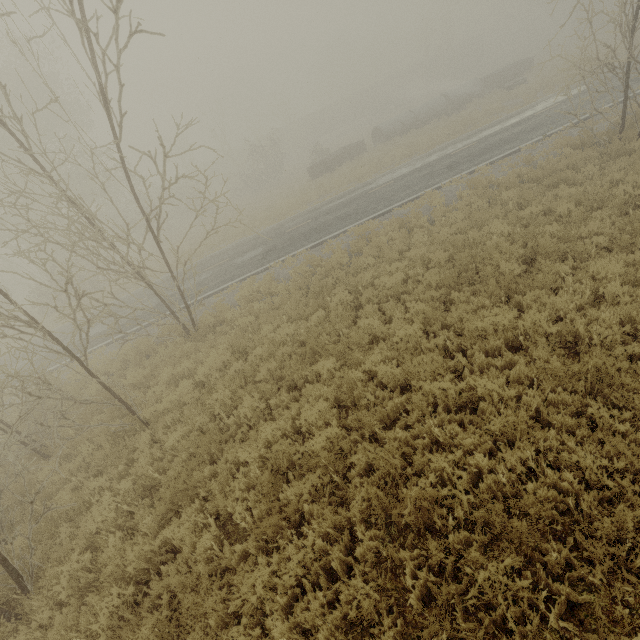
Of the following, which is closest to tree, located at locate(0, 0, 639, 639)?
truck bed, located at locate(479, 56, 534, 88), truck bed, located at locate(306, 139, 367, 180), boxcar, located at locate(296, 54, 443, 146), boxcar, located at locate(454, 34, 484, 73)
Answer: truck bed, located at locate(306, 139, 367, 180)

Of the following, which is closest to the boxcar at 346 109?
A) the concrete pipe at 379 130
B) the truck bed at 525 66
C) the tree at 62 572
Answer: the truck bed at 525 66

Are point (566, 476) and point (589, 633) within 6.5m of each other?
yes

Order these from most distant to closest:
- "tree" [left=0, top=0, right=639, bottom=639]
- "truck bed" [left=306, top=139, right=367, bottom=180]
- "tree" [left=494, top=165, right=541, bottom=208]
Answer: "truck bed" [left=306, top=139, right=367, bottom=180]
"tree" [left=494, top=165, right=541, bottom=208]
"tree" [left=0, top=0, right=639, bottom=639]

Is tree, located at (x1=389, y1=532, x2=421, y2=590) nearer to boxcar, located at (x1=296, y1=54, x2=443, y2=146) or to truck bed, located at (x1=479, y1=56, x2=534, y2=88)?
truck bed, located at (x1=479, y1=56, x2=534, y2=88)

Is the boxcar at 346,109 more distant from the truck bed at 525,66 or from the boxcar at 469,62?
the truck bed at 525,66

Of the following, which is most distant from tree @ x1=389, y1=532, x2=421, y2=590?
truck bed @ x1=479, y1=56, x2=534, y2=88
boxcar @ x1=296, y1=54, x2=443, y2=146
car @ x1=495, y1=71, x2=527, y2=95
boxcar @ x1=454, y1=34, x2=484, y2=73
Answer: boxcar @ x1=454, y1=34, x2=484, y2=73

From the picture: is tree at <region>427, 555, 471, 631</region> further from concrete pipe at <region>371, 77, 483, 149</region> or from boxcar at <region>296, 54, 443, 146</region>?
boxcar at <region>296, 54, 443, 146</region>
